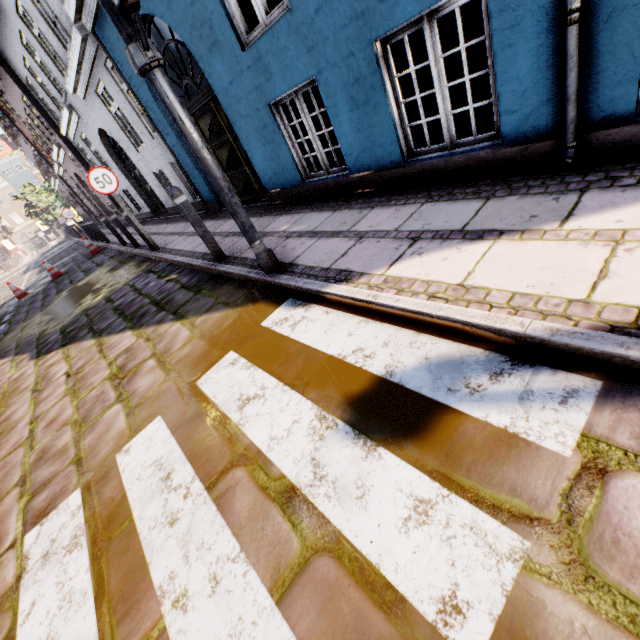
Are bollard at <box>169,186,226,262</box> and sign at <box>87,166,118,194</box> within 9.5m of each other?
yes

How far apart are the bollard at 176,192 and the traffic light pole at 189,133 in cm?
131

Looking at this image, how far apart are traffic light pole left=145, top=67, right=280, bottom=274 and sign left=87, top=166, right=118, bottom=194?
5.1m

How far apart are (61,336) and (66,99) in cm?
1114

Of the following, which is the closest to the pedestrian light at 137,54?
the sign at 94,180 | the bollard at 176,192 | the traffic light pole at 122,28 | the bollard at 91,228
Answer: the traffic light pole at 122,28

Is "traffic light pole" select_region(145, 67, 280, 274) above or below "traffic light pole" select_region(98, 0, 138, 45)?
below

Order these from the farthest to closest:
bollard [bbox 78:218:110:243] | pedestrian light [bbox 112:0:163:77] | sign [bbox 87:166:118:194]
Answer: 1. bollard [bbox 78:218:110:243]
2. sign [bbox 87:166:118:194]
3. pedestrian light [bbox 112:0:163:77]

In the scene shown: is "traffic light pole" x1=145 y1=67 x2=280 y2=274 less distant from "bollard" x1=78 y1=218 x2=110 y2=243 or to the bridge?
"bollard" x1=78 y1=218 x2=110 y2=243
